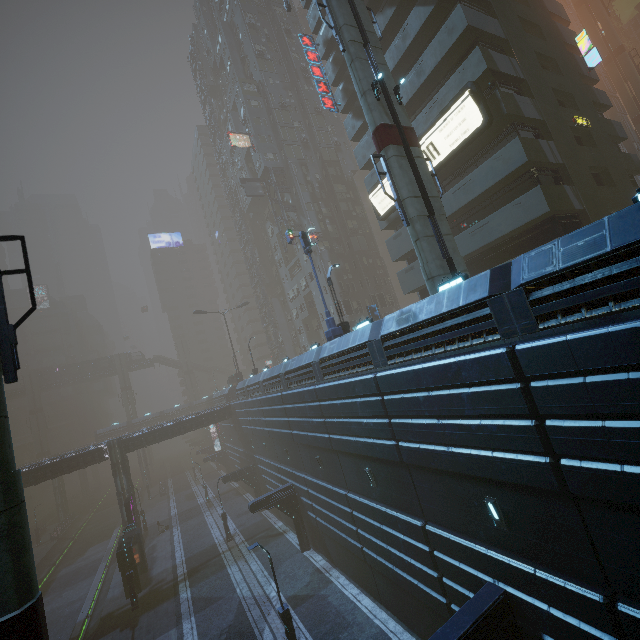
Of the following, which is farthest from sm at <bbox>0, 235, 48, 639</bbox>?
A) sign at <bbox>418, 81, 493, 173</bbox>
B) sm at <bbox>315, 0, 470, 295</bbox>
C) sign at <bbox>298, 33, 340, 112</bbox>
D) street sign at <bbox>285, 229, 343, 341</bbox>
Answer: sign at <bbox>298, 33, 340, 112</bbox>

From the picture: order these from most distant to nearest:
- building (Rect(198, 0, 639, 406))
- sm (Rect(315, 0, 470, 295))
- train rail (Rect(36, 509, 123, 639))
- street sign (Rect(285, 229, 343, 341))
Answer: train rail (Rect(36, 509, 123, 639))
street sign (Rect(285, 229, 343, 341))
sm (Rect(315, 0, 470, 295))
building (Rect(198, 0, 639, 406))

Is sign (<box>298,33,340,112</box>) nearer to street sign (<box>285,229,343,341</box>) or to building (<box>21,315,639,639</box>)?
building (<box>21,315,639,639</box>)

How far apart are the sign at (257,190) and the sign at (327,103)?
19.7m

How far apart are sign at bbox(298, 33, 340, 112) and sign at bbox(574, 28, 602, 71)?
20.4m

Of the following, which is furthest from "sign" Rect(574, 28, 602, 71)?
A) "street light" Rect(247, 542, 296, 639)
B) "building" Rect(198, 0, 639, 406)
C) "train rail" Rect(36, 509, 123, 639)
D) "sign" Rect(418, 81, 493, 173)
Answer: "train rail" Rect(36, 509, 123, 639)

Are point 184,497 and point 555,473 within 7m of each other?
no

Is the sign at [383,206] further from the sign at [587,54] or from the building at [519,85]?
the sign at [587,54]
